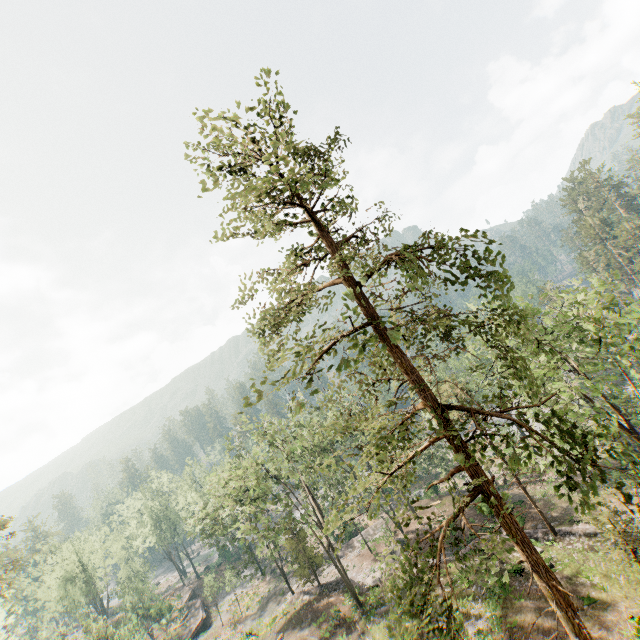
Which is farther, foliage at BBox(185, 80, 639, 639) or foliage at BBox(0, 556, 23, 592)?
foliage at BBox(0, 556, 23, 592)

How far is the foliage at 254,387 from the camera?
8.84m

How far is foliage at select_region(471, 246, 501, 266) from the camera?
9.19m

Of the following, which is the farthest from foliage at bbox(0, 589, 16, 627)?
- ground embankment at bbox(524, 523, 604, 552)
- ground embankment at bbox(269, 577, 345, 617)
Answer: ground embankment at bbox(524, 523, 604, 552)

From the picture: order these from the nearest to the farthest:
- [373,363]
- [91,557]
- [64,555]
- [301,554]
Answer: [373,363]
[301,554]
[64,555]
[91,557]

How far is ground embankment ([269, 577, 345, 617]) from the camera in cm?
3459

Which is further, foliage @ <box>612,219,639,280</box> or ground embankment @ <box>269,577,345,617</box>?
foliage @ <box>612,219,639,280</box>

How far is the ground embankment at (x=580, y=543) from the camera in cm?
2305
